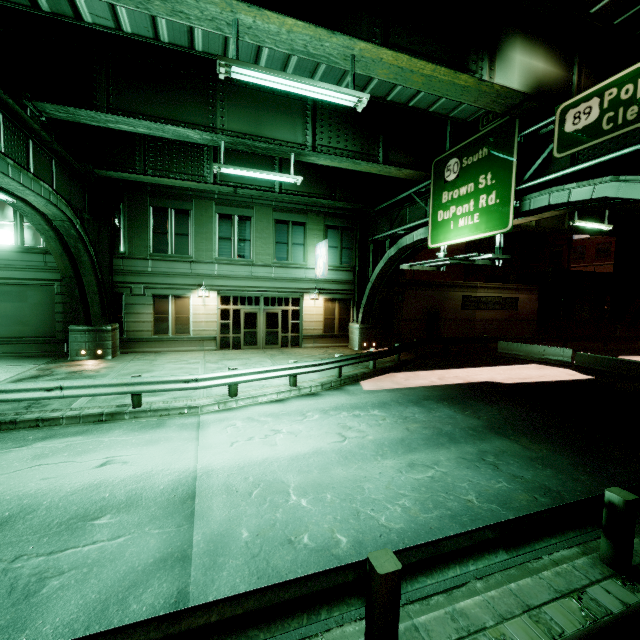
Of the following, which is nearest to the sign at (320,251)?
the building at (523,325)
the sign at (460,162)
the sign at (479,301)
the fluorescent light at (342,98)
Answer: the building at (523,325)

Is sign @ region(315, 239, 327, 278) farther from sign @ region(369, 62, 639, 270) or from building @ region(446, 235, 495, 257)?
sign @ region(369, 62, 639, 270)

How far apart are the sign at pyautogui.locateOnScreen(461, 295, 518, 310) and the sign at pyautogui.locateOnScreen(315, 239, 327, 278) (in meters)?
12.33

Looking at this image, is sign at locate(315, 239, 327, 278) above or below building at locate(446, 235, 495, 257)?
below

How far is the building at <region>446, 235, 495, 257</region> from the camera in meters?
33.5

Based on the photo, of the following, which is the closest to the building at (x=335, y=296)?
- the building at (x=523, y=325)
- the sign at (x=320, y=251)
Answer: the sign at (x=320, y=251)

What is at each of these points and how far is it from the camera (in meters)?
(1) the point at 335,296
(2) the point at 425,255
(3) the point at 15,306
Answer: (1) building, 22.11
(2) building, 35.22
(3) building, 16.50

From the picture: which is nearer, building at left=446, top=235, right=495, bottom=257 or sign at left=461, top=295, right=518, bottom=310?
sign at left=461, top=295, right=518, bottom=310
